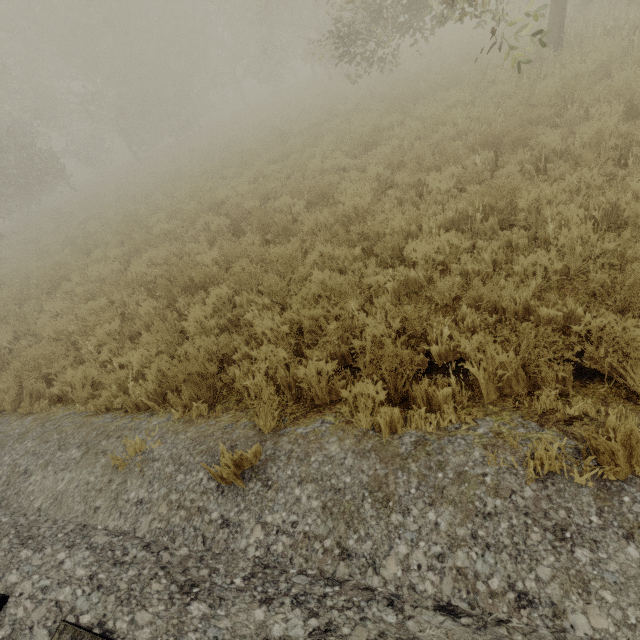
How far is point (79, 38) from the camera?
23.1m
